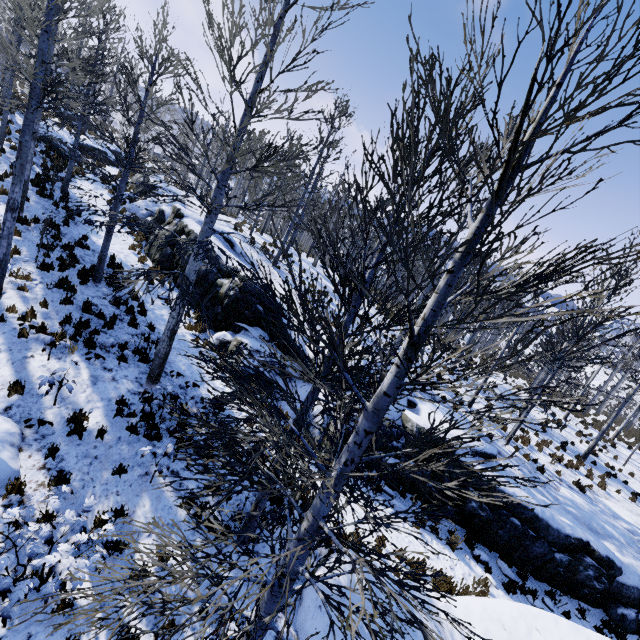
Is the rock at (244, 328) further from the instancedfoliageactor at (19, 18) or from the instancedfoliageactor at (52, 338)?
the instancedfoliageactor at (19, 18)

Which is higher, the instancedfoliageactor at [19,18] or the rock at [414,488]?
the instancedfoliageactor at [19,18]

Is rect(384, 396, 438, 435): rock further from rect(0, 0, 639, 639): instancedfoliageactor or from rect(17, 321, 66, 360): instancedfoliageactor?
rect(0, 0, 639, 639): instancedfoliageactor

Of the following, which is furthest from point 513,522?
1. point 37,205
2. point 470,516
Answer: point 37,205

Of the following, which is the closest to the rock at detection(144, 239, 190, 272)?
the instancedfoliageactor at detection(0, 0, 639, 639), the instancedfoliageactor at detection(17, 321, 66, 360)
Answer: the instancedfoliageactor at detection(17, 321, 66, 360)

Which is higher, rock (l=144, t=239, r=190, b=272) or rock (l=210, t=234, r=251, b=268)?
rock (l=210, t=234, r=251, b=268)

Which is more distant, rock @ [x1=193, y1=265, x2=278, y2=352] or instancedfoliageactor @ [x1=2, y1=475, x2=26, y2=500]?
rock @ [x1=193, y1=265, x2=278, y2=352]

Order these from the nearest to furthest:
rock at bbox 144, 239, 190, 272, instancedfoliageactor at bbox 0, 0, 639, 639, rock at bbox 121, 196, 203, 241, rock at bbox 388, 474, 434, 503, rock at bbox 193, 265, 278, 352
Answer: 1. instancedfoliageactor at bbox 0, 0, 639, 639
2. rock at bbox 388, 474, 434, 503
3. rock at bbox 193, 265, 278, 352
4. rock at bbox 144, 239, 190, 272
5. rock at bbox 121, 196, 203, 241
